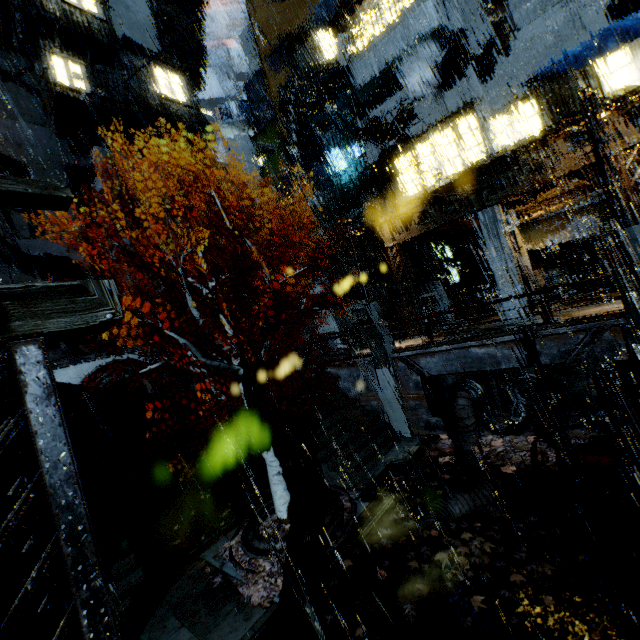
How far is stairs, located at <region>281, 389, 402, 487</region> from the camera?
13.9m

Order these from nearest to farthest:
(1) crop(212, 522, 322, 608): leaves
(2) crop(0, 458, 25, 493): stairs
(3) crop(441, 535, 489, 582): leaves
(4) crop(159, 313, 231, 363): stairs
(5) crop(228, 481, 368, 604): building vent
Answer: (3) crop(441, 535, 489, 582): leaves → (1) crop(212, 522, 322, 608): leaves → (5) crop(228, 481, 368, 604): building vent → (2) crop(0, 458, 25, 493): stairs → (4) crop(159, 313, 231, 363): stairs

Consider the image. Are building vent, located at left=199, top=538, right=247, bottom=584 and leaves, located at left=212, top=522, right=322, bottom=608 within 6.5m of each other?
yes

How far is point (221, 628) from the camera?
8.10m

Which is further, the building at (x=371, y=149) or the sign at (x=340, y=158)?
the sign at (x=340, y=158)

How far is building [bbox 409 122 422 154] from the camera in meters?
20.1 m

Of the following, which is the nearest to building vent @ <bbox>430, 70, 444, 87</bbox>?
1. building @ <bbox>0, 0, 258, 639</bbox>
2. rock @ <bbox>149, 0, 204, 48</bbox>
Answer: building @ <bbox>0, 0, 258, 639</bbox>

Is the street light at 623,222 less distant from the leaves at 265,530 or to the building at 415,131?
the building at 415,131
